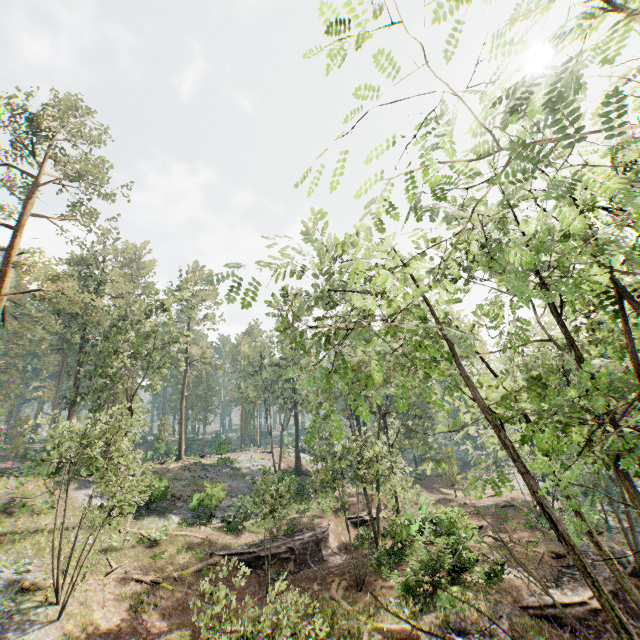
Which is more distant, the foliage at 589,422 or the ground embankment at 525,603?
the ground embankment at 525,603

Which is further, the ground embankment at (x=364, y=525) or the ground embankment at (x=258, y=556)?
the ground embankment at (x=364, y=525)

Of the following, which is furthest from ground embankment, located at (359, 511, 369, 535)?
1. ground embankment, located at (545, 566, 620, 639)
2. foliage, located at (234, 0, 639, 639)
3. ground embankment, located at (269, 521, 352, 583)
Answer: ground embankment, located at (545, 566, 620, 639)

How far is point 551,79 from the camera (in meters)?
2.28

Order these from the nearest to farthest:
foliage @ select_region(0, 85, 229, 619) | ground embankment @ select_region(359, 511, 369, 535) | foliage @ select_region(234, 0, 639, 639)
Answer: foliage @ select_region(234, 0, 639, 639), foliage @ select_region(0, 85, 229, 619), ground embankment @ select_region(359, 511, 369, 535)

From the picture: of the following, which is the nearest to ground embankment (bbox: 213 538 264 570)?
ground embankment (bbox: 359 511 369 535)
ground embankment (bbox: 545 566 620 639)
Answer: ground embankment (bbox: 359 511 369 535)
